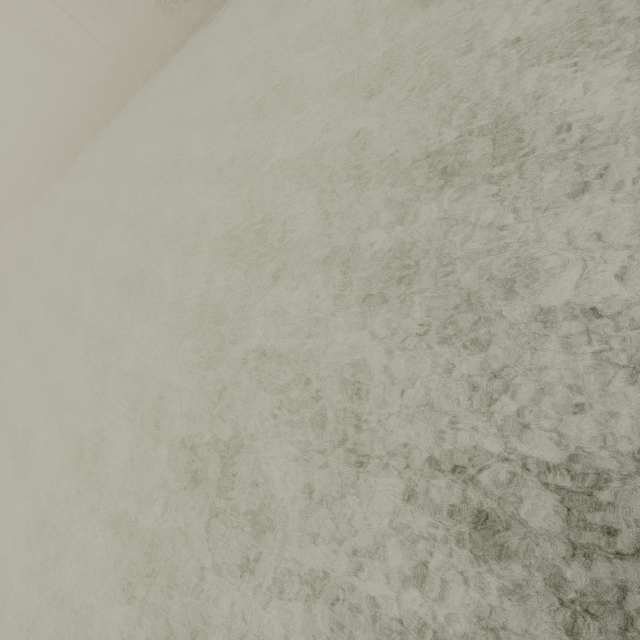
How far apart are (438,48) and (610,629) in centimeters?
966cm
